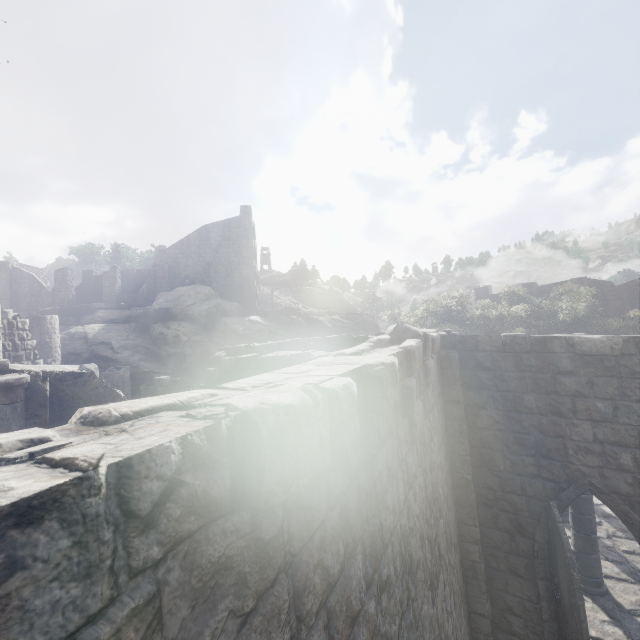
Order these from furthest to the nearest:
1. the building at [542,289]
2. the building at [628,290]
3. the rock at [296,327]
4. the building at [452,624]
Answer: the building at [542,289] → the building at [628,290] → the rock at [296,327] → the building at [452,624]

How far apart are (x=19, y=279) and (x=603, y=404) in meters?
46.1 m

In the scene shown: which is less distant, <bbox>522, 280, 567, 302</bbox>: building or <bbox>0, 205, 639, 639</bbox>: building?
<bbox>0, 205, 639, 639</bbox>: building

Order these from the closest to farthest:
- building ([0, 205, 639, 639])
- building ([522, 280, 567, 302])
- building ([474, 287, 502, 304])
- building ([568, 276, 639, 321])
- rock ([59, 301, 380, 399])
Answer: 1. building ([0, 205, 639, 639])
2. rock ([59, 301, 380, 399])
3. building ([568, 276, 639, 321])
4. building ([522, 280, 567, 302])
5. building ([474, 287, 502, 304])

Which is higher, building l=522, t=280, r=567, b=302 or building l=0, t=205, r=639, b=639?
building l=522, t=280, r=567, b=302

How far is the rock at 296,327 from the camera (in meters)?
25.39

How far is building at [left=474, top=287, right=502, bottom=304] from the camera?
37.4m
